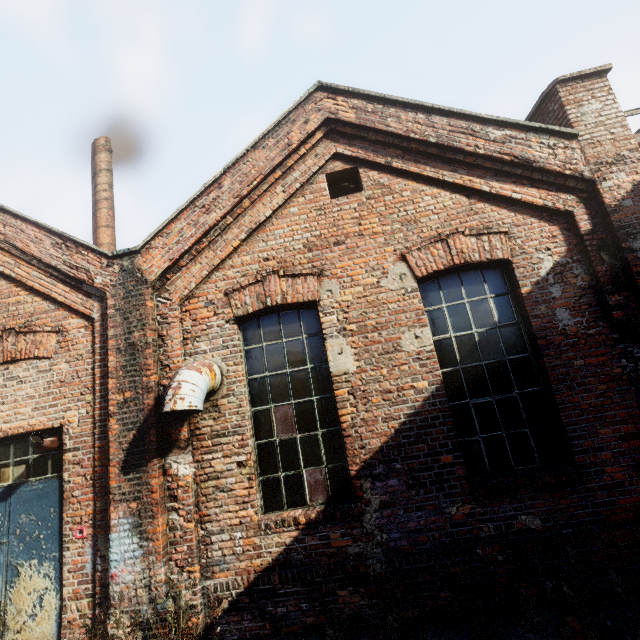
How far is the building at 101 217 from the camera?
7.88m

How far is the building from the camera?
7.88m

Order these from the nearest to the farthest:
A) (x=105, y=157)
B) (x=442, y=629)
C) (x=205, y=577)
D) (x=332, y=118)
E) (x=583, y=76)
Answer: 1. (x=442, y=629)
2. (x=205, y=577)
3. (x=583, y=76)
4. (x=332, y=118)
5. (x=105, y=157)
